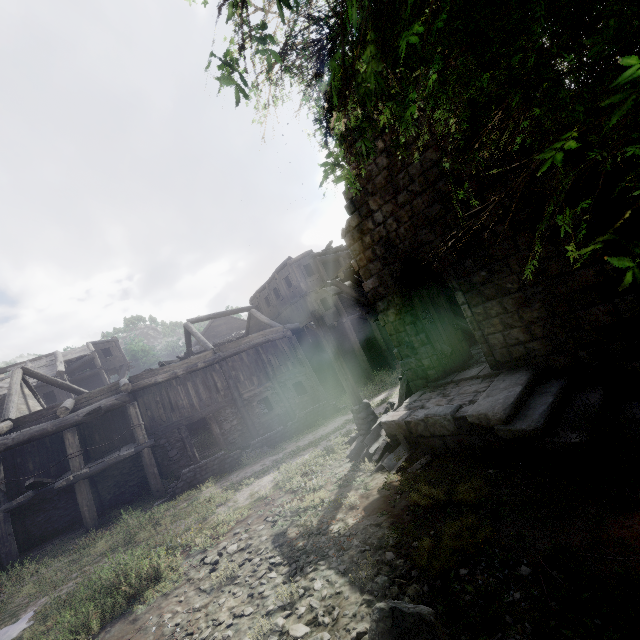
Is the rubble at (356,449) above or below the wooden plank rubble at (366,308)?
below

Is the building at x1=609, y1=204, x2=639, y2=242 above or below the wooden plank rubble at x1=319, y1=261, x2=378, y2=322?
below

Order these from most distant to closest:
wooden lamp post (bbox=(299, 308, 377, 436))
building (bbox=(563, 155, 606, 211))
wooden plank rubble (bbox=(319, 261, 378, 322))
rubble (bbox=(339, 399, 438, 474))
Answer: wooden plank rubble (bbox=(319, 261, 378, 322)) < wooden lamp post (bbox=(299, 308, 377, 436)) < rubble (bbox=(339, 399, 438, 474)) < building (bbox=(563, 155, 606, 211))

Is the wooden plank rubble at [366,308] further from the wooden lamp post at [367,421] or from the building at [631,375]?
the wooden lamp post at [367,421]

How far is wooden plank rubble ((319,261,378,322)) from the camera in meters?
11.5 m

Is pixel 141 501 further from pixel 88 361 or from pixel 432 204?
pixel 88 361

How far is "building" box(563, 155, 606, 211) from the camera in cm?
635

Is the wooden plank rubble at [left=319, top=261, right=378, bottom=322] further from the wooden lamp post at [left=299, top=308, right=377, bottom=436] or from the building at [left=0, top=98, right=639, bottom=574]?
the wooden lamp post at [left=299, top=308, right=377, bottom=436]
